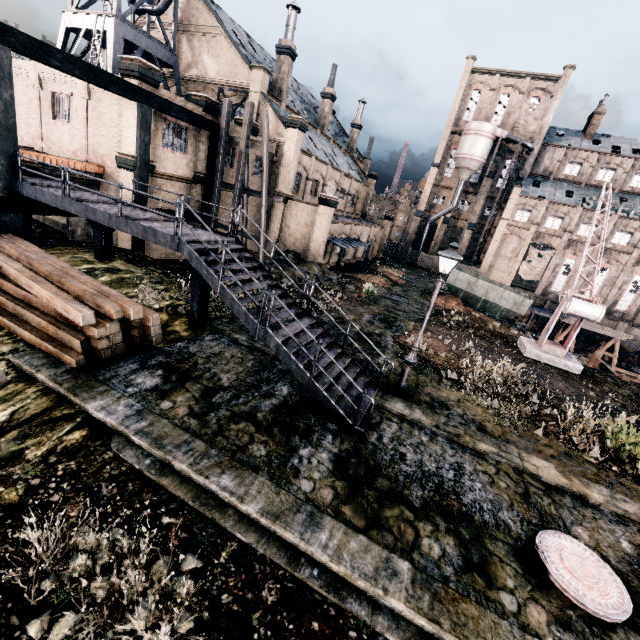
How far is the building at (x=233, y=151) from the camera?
24.5m

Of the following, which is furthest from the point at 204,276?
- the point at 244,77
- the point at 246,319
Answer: the point at 244,77

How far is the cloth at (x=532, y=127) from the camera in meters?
50.4

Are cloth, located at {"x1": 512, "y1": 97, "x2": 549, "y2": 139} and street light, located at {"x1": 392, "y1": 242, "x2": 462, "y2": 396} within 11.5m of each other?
no

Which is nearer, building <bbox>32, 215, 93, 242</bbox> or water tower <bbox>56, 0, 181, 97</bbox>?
building <bbox>32, 215, 93, 242</bbox>

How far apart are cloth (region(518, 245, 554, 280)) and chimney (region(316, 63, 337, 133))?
36.2m

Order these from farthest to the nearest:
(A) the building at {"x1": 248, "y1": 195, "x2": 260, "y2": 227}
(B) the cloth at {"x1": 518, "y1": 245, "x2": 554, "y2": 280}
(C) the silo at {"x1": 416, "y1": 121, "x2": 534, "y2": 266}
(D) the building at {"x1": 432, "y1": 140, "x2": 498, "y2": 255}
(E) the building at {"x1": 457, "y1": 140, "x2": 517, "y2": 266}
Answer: (D) the building at {"x1": 432, "y1": 140, "x2": 498, "y2": 255}, (E) the building at {"x1": 457, "y1": 140, "x2": 517, "y2": 266}, (B) the cloth at {"x1": 518, "y1": 245, "x2": 554, "y2": 280}, (C) the silo at {"x1": 416, "y1": 121, "x2": 534, "y2": 266}, (A) the building at {"x1": 248, "y1": 195, "x2": 260, "y2": 227}

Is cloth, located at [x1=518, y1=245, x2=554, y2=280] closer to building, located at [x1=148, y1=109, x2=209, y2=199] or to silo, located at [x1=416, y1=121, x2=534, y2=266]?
building, located at [x1=148, y1=109, x2=209, y2=199]
